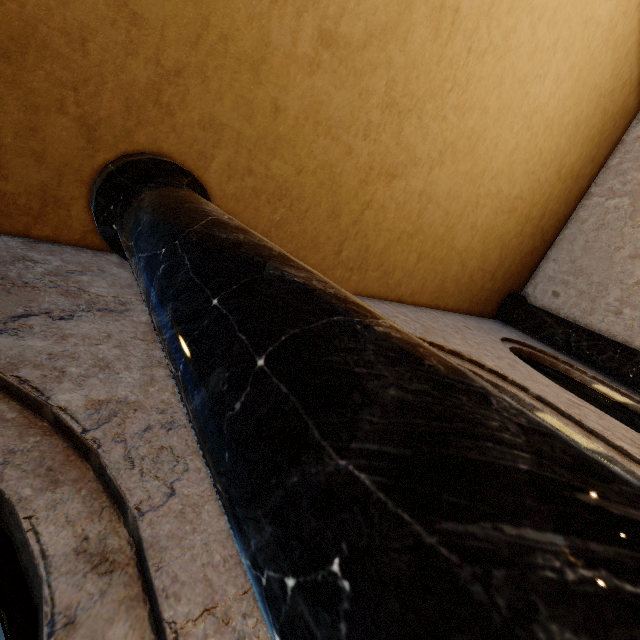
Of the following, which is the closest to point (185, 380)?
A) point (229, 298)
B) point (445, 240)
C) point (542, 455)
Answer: point (229, 298)
